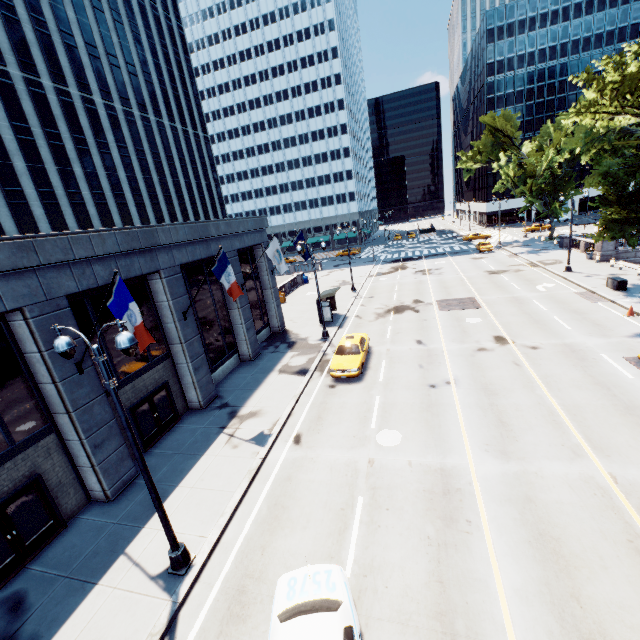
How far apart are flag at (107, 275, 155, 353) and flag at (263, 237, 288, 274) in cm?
1176

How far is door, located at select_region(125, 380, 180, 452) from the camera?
14.5m

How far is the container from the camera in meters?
24.4 m

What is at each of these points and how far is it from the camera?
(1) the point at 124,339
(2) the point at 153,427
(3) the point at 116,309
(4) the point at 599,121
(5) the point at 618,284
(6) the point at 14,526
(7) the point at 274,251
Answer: (1) light, 6.8m
(2) door, 15.4m
(3) flag, 9.9m
(4) tree, 18.2m
(5) container, 24.5m
(6) door, 10.0m
(7) flag, 20.8m

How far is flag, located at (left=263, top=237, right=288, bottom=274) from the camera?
20.7 meters

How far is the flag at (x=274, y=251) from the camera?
20.7 meters

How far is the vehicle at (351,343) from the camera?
18.19m

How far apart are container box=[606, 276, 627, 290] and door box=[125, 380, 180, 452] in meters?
32.1
